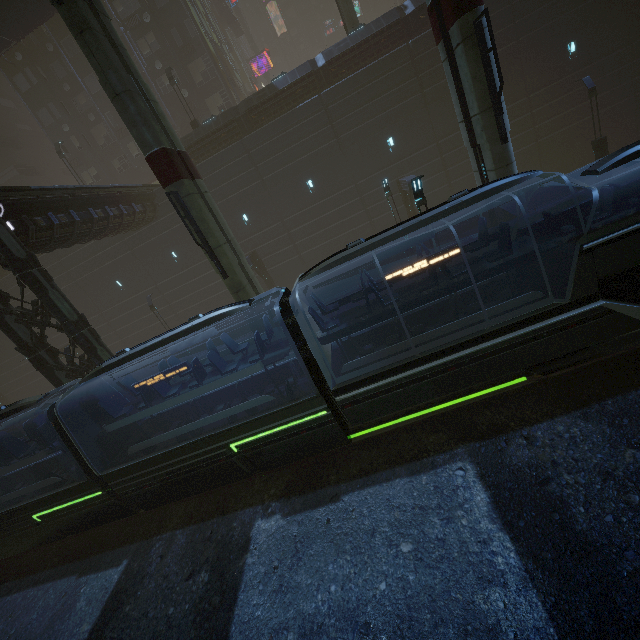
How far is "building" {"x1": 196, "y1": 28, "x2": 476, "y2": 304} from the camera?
20.61m

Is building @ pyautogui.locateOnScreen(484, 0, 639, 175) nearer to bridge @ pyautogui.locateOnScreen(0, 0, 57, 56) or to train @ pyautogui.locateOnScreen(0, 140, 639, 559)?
train @ pyautogui.locateOnScreen(0, 140, 639, 559)

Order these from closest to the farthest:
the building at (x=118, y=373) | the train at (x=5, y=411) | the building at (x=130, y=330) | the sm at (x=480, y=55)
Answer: the sm at (x=480, y=55) < the train at (x=5, y=411) < the building at (x=130, y=330) < the building at (x=118, y=373)

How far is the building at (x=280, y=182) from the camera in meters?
20.6 m

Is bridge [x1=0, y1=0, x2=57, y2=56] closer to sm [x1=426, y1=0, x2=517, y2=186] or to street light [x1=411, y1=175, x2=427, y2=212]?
sm [x1=426, y1=0, x2=517, y2=186]

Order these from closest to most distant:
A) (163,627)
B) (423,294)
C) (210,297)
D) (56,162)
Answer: (163,627), (423,294), (210,297), (56,162)

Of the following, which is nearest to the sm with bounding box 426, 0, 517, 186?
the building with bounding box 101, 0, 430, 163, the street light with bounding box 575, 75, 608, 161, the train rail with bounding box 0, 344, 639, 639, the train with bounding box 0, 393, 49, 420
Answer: the building with bounding box 101, 0, 430, 163
